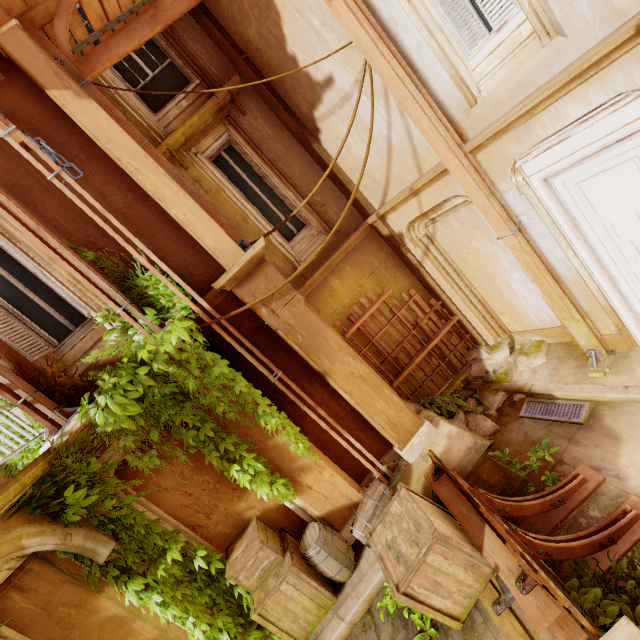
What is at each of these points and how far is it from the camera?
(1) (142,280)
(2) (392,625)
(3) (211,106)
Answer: (1) plant, 4.51m
(2) building, 4.11m
(3) trim, 6.01m

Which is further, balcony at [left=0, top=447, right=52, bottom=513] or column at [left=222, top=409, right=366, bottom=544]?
column at [left=222, top=409, right=366, bottom=544]

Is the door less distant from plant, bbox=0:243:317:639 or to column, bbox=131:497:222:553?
plant, bbox=0:243:317:639

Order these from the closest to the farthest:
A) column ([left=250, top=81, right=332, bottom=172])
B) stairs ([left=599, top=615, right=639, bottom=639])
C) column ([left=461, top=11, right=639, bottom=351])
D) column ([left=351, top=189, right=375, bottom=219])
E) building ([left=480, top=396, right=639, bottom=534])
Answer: stairs ([left=599, top=615, right=639, bottom=639]) → column ([left=461, top=11, right=639, bottom=351]) → building ([left=480, top=396, right=639, bottom=534]) → column ([left=250, top=81, right=332, bottom=172]) → column ([left=351, top=189, right=375, bottom=219])

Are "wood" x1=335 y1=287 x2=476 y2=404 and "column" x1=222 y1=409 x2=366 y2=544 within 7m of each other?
yes

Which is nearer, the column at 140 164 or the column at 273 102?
the column at 140 164

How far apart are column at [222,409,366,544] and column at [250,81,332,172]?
4.35m

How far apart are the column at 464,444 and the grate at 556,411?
1.11m
